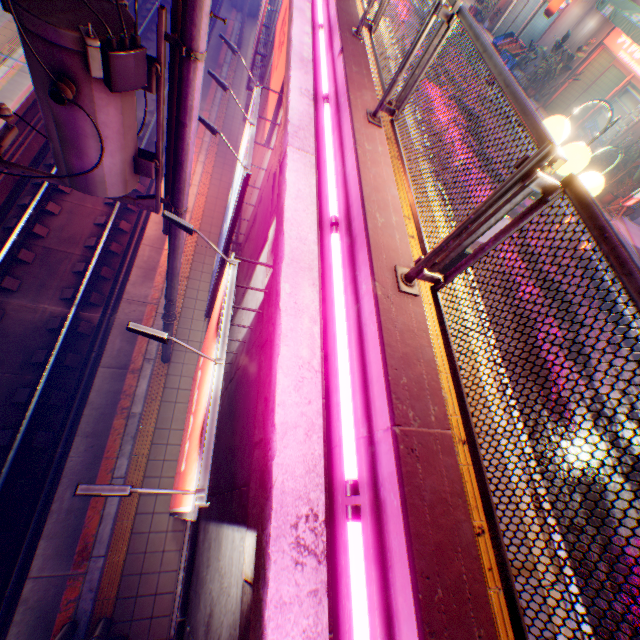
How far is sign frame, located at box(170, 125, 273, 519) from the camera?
2.7m

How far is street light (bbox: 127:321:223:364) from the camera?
2.5 meters

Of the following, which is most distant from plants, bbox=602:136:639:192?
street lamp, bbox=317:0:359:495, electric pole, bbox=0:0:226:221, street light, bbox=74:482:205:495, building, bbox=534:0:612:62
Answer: street light, bbox=74:482:205:495

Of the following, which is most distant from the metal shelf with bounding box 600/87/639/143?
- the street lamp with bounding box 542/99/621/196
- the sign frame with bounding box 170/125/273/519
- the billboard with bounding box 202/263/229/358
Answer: the billboard with bounding box 202/263/229/358

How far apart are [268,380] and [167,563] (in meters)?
6.33

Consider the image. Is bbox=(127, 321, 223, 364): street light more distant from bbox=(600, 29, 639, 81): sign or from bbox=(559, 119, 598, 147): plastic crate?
bbox=(600, 29, 639, 81): sign

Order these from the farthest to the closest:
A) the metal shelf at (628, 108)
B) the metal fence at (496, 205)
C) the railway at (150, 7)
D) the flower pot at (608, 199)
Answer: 1. the railway at (150, 7)
2. the metal shelf at (628, 108)
3. the flower pot at (608, 199)
4. the metal fence at (496, 205)

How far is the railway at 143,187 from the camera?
11.9m
